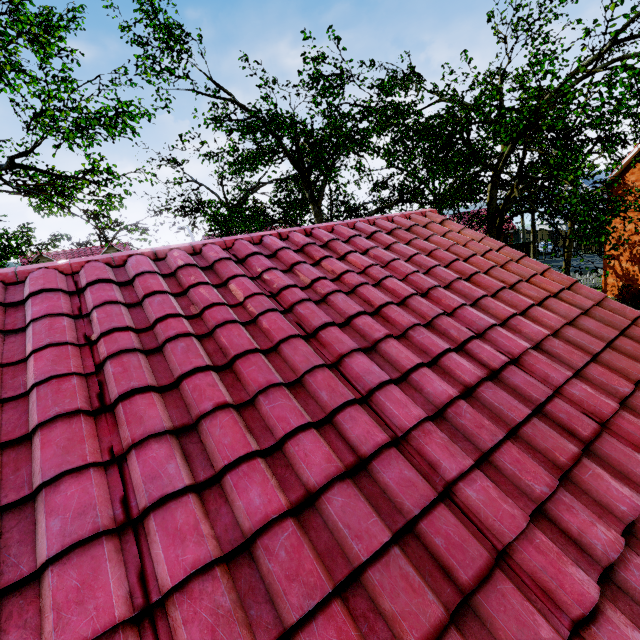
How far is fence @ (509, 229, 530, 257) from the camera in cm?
3800

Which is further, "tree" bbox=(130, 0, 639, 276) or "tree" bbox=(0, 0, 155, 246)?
"tree" bbox=(0, 0, 155, 246)

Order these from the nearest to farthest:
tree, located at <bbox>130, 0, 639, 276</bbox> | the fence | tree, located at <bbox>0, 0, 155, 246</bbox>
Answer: tree, located at <bbox>130, 0, 639, 276</bbox> < tree, located at <bbox>0, 0, 155, 246</bbox> < the fence

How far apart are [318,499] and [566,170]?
10.5 meters

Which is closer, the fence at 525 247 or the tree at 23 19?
the tree at 23 19

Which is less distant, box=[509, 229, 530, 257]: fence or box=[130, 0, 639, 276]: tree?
box=[130, 0, 639, 276]: tree
